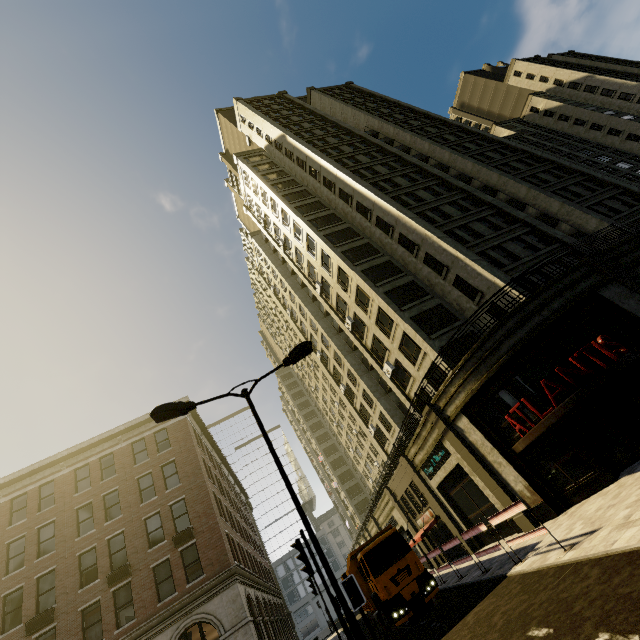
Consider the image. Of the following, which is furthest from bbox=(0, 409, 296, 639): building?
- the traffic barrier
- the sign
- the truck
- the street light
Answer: the street light

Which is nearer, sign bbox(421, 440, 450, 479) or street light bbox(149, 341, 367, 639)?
street light bbox(149, 341, 367, 639)

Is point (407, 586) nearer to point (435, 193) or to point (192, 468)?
point (192, 468)

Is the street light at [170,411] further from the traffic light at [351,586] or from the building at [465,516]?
the building at [465,516]

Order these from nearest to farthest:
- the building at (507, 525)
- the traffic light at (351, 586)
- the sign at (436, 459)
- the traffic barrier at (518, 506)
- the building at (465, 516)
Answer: the traffic light at (351, 586) → the traffic barrier at (518, 506) → the building at (465, 516) → the building at (507, 525) → the sign at (436, 459)

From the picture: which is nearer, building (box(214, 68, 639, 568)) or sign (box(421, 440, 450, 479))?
building (box(214, 68, 639, 568))

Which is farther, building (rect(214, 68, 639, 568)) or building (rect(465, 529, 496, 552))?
building (rect(465, 529, 496, 552))

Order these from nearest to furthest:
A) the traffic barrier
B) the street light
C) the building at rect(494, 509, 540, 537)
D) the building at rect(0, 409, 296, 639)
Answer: the street light
the traffic barrier
the building at rect(494, 509, 540, 537)
the building at rect(0, 409, 296, 639)
